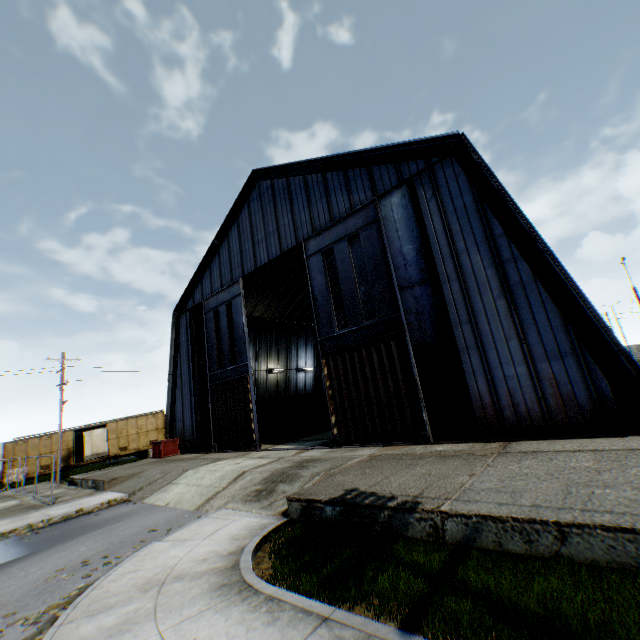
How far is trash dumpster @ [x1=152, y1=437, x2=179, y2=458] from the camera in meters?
22.4

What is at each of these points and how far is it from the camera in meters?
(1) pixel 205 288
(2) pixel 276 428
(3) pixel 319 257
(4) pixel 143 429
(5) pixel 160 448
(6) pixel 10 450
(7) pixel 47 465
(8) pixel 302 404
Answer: (1) building, 23.7
(2) trash dumpster, 23.9
(3) hanging door, 16.3
(4) train, 32.6
(5) trash dumpster, 22.6
(6) train, 28.3
(7) train, 28.9
(8) storage container, 28.2

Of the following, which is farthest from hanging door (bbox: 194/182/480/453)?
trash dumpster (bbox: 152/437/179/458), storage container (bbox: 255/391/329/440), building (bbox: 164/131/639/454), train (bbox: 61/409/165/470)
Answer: train (bbox: 61/409/165/470)

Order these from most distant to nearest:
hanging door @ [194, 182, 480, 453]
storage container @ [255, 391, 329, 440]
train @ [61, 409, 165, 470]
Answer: train @ [61, 409, 165, 470] → storage container @ [255, 391, 329, 440] → hanging door @ [194, 182, 480, 453]

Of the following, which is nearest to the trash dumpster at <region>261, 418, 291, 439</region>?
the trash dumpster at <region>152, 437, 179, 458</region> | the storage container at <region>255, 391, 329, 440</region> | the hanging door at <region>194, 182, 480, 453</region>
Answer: the storage container at <region>255, 391, 329, 440</region>

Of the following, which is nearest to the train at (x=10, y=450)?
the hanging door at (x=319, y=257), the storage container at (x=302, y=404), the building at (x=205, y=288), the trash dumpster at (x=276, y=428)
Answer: the building at (x=205, y=288)

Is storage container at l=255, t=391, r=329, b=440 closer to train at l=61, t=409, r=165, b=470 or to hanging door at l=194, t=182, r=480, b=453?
hanging door at l=194, t=182, r=480, b=453

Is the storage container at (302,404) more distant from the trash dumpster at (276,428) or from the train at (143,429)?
the train at (143,429)
